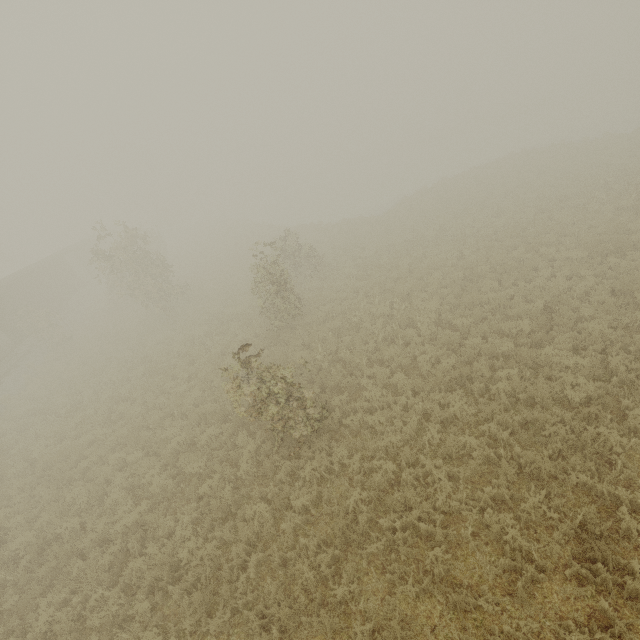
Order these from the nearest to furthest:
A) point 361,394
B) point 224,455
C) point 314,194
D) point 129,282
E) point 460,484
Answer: point 460,484, point 224,455, point 361,394, point 129,282, point 314,194
